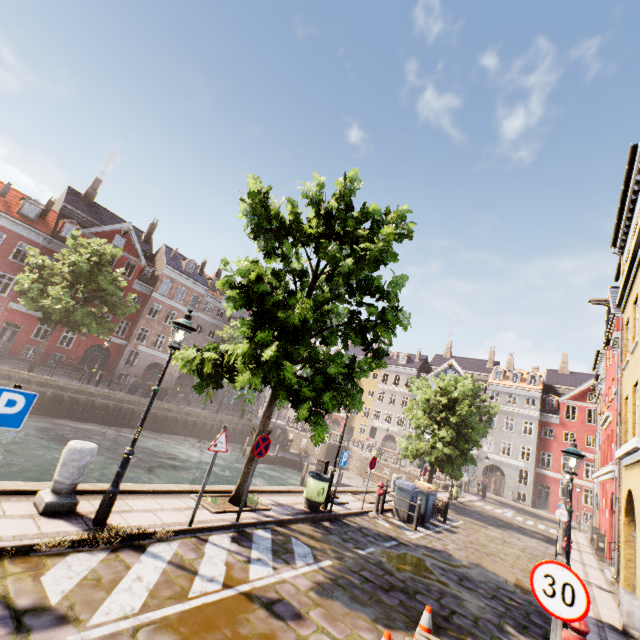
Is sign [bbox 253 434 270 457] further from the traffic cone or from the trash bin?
the traffic cone

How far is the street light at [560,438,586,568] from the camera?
7.4 meters

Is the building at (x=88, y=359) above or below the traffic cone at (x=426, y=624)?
above

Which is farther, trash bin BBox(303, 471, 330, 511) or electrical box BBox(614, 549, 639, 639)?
trash bin BBox(303, 471, 330, 511)

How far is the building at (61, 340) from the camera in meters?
29.3

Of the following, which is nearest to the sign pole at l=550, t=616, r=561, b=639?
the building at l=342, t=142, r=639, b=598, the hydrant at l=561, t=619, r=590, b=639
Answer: the hydrant at l=561, t=619, r=590, b=639

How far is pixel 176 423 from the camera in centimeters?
2880cm

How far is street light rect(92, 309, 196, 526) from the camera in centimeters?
545cm
